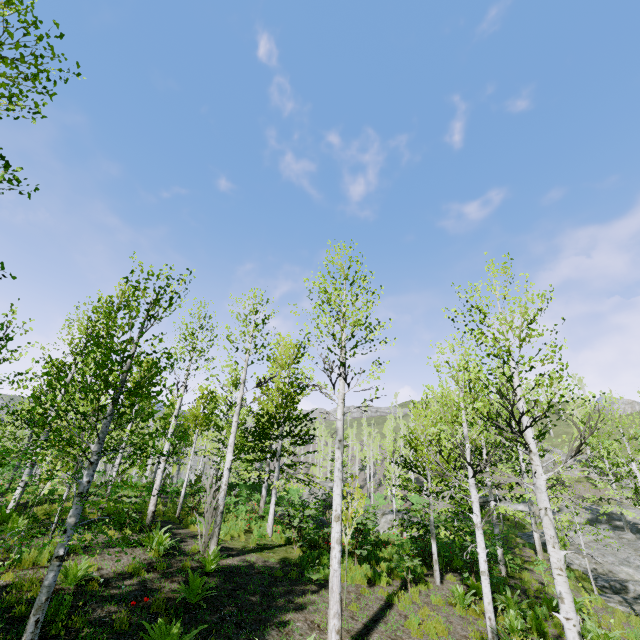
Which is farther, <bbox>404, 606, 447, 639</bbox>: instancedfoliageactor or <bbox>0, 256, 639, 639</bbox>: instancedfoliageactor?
<bbox>404, 606, 447, 639</bbox>: instancedfoliageactor

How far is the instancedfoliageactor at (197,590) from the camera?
6.8 meters

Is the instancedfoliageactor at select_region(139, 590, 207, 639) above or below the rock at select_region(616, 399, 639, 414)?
below

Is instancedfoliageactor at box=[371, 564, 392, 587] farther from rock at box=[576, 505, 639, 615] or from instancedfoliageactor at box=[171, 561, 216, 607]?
instancedfoliageactor at box=[171, 561, 216, 607]

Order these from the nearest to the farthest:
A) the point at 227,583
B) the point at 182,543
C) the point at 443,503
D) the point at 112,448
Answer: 1. the point at 227,583
2. the point at 443,503
3. the point at 182,543
4. the point at 112,448

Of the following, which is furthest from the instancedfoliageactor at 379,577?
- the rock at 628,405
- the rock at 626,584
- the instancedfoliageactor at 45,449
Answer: the rock at 628,405

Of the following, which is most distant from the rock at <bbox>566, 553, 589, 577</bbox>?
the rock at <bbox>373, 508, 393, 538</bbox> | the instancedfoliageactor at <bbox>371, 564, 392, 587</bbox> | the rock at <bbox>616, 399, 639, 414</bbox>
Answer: the rock at <bbox>616, 399, 639, 414</bbox>

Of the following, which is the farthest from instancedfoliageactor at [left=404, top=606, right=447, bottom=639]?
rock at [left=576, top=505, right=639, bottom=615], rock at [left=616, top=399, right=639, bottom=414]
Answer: rock at [left=616, top=399, right=639, bottom=414]
